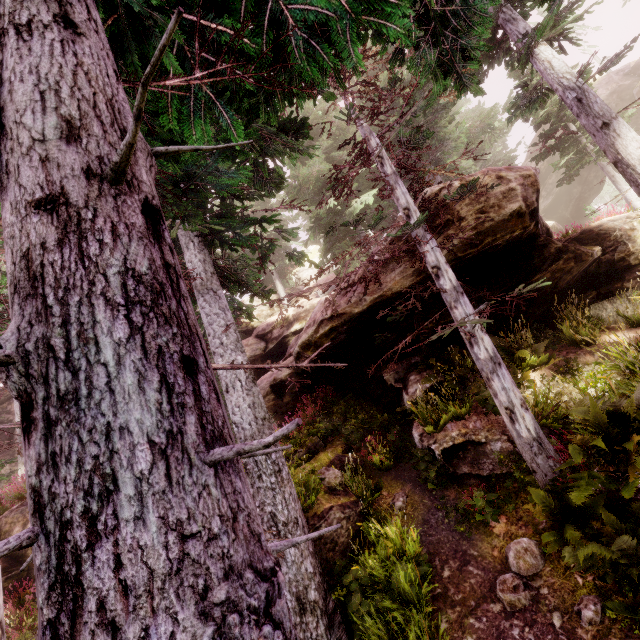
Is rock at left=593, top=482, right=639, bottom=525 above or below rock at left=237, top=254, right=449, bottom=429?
below

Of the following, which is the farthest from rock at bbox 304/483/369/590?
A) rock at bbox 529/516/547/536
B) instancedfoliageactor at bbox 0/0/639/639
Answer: rock at bbox 529/516/547/536

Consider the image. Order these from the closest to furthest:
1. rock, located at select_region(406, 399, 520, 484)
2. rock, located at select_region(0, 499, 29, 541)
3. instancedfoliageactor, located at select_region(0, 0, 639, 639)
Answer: instancedfoliageactor, located at select_region(0, 0, 639, 639), rock, located at select_region(406, 399, 520, 484), rock, located at select_region(0, 499, 29, 541)

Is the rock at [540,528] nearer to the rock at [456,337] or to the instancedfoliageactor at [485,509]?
the instancedfoliageactor at [485,509]

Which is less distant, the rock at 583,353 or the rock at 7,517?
the rock at 583,353

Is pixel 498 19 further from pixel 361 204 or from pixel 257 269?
pixel 257 269
